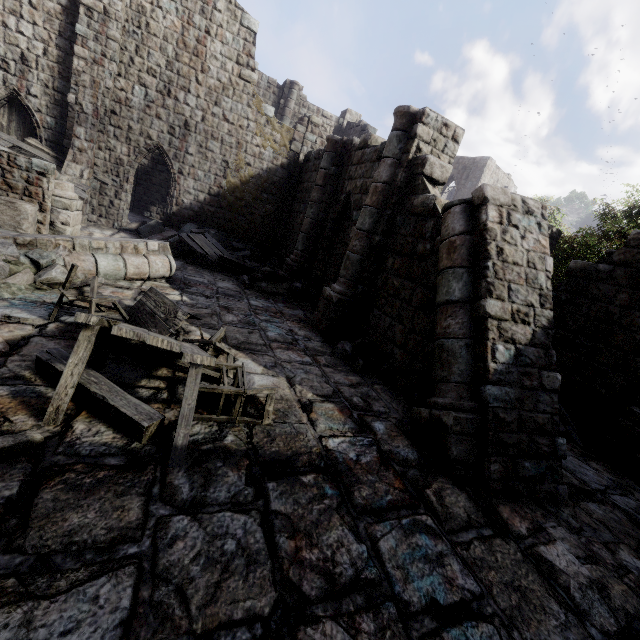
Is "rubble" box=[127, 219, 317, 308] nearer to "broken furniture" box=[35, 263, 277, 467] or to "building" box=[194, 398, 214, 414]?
"building" box=[194, 398, 214, 414]

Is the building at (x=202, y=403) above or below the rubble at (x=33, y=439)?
below

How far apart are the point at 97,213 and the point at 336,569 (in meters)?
16.89

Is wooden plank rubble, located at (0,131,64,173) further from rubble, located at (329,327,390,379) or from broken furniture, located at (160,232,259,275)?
rubble, located at (329,327,390,379)

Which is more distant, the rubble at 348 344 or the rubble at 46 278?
the rubble at 348 344

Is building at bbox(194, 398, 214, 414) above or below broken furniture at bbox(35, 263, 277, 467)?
below

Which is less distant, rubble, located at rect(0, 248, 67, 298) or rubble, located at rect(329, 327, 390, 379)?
rubble, located at rect(0, 248, 67, 298)

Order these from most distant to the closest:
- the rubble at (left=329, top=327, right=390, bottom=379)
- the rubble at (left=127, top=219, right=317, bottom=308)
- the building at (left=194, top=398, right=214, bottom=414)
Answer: the rubble at (left=127, top=219, right=317, bottom=308), the rubble at (left=329, top=327, right=390, bottom=379), the building at (left=194, top=398, right=214, bottom=414)
